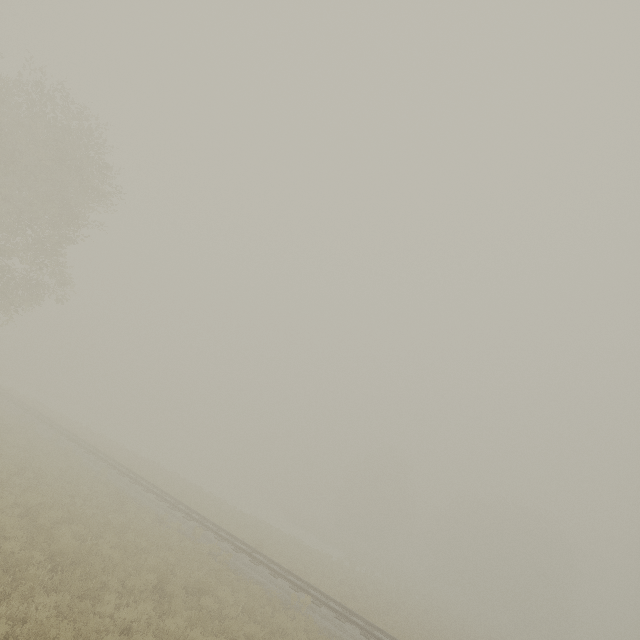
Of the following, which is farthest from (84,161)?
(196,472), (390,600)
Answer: (196,472)
